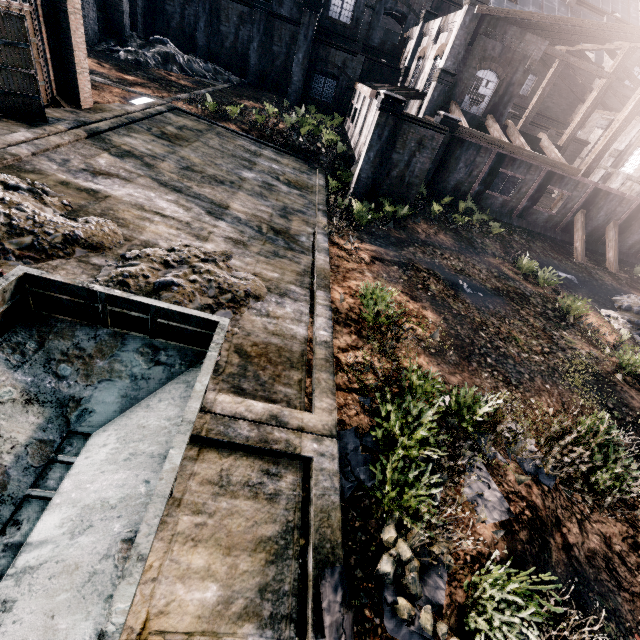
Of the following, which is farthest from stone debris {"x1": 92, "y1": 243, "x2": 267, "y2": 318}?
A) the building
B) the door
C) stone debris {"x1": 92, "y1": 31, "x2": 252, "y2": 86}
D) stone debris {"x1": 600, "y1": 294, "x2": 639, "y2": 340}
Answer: stone debris {"x1": 92, "y1": 31, "x2": 252, "y2": 86}

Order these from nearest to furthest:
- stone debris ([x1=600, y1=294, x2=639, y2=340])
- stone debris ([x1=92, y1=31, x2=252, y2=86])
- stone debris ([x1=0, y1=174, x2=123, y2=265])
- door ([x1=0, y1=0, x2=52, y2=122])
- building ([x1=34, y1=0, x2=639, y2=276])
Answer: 1. stone debris ([x1=0, y1=174, x2=123, y2=265])
2. door ([x1=0, y1=0, x2=52, y2=122])
3. stone debris ([x1=600, y1=294, x2=639, y2=340])
4. building ([x1=34, y1=0, x2=639, y2=276])
5. stone debris ([x1=92, y1=31, x2=252, y2=86])

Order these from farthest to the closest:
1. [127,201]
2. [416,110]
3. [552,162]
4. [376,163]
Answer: [416,110] → [552,162] → [376,163] → [127,201]

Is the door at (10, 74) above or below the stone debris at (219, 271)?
above

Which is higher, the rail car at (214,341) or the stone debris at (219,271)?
the rail car at (214,341)

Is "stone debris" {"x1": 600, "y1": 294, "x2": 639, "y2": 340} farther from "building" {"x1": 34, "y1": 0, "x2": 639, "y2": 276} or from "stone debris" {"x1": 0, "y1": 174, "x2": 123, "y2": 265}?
"stone debris" {"x1": 0, "y1": 174, "x2": 123, "y2": 265}

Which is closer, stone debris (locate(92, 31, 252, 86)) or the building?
the building

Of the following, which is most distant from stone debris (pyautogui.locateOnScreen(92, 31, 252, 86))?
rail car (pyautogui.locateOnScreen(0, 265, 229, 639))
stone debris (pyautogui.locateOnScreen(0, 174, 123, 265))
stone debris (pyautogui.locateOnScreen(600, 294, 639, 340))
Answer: stone debris (pyautogui.locateOnScreen(600, 294, 639, 340))
